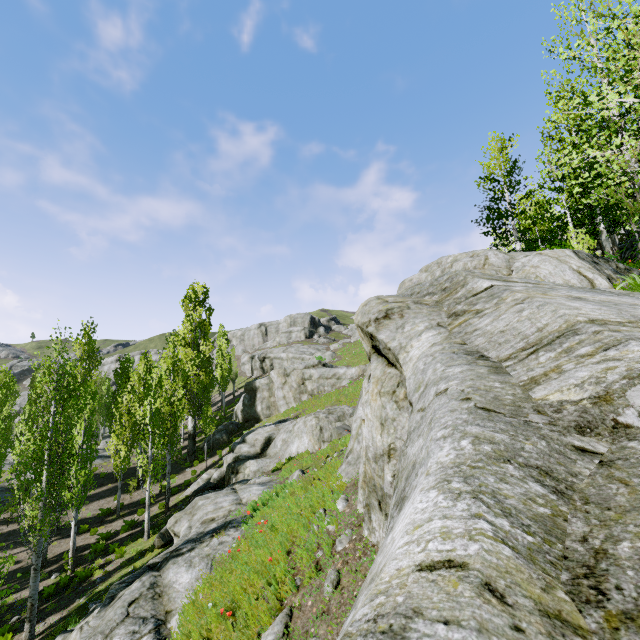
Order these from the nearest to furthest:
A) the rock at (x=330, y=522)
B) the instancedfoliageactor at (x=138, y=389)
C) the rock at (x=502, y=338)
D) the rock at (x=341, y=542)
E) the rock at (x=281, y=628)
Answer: the rock at (x=502, y=338) < the rock at (x=281, y=628) < the rock at (x=341, y=542) < the rock at (x=330, y=522) < the instancedfoliageactor at (x=138, y=389)

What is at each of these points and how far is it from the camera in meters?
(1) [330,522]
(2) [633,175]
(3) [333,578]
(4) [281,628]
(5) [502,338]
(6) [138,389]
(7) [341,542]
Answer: (1) rock, 6.4 m
(2) instancedfoliageactor, 6.9 m
(3) rock, 5.0 m
(4) rock, 4.8 m
(5) rock, 3.1 m
(6) instancedfoliageactor, 28.0 m
(7) rock, 5.7 m

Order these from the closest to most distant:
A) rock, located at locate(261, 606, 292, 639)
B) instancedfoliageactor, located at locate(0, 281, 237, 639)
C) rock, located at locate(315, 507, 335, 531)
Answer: rock, located at locate(261, 606, 292, 639), rock, located at locate(315, 507, 335, 531), instancedfoliageactor, located at locate(0, 281, 237, 639)

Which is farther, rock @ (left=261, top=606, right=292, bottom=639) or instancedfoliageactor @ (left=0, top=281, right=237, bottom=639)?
instancedfoliageactor @ (left=0, top=281, right=237, bottom=639)

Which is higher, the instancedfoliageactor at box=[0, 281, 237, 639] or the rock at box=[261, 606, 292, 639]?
the instancedfoliageactor at box=[0, 281, 237, 639]

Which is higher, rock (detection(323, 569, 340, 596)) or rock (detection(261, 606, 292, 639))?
rock (detection(323, 569, 340, 596))

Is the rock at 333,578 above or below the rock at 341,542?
below
